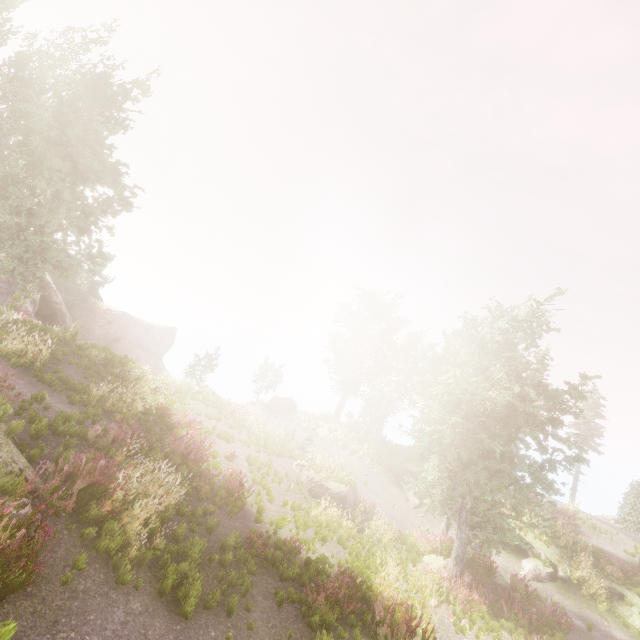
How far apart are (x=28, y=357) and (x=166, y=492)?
7.90m

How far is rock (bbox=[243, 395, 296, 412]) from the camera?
35.61m

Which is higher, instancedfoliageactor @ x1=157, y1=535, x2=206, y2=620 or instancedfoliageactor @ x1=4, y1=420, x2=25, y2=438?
instancedfoliageactor @ x1=4, y1=420, x2=25, y2=438

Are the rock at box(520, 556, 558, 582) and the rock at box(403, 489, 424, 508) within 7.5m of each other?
yes

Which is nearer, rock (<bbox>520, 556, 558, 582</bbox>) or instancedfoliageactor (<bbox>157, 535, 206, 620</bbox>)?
instancedfoliageactor (<bbox>157, 535, 206, 620</bbox>)

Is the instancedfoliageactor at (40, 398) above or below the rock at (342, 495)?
above

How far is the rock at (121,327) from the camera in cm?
2809

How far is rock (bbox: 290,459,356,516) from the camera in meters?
15.7 m
